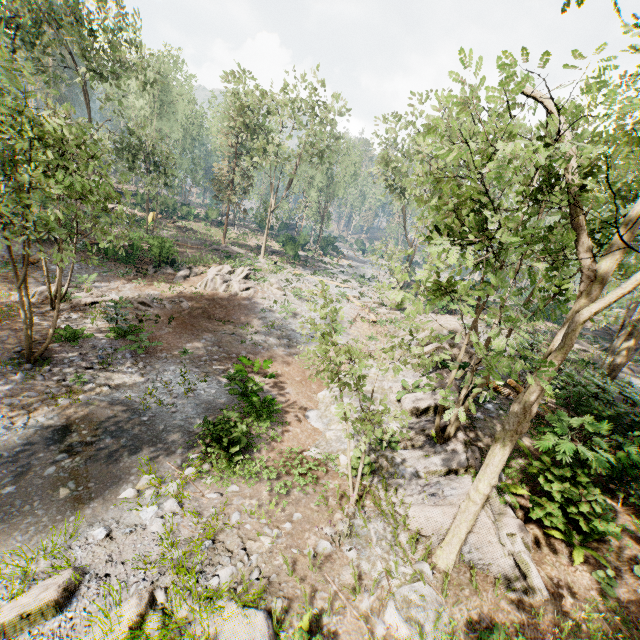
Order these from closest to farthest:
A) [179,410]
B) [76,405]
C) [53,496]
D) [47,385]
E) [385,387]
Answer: [53,496]
[76,405]
[47,385]
[179,410]
[385,387]

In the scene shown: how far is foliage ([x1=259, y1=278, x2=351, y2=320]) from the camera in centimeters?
725cm

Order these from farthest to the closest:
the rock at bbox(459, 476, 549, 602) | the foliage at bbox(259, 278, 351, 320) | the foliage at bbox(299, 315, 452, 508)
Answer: the foliage at bbox(259, 278, 351, 320) → the rock at bbox(459, 476, 549, 602) → the foliage at bbox(299, 315, 452, 508)

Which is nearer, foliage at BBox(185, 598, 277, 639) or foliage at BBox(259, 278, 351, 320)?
foliage at BBox(185, 598, 277, 639)

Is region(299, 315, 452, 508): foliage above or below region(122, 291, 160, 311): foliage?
above

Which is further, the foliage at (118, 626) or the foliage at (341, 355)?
the foliage at (341, 355)

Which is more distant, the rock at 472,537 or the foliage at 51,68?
the foliage at 51,68
